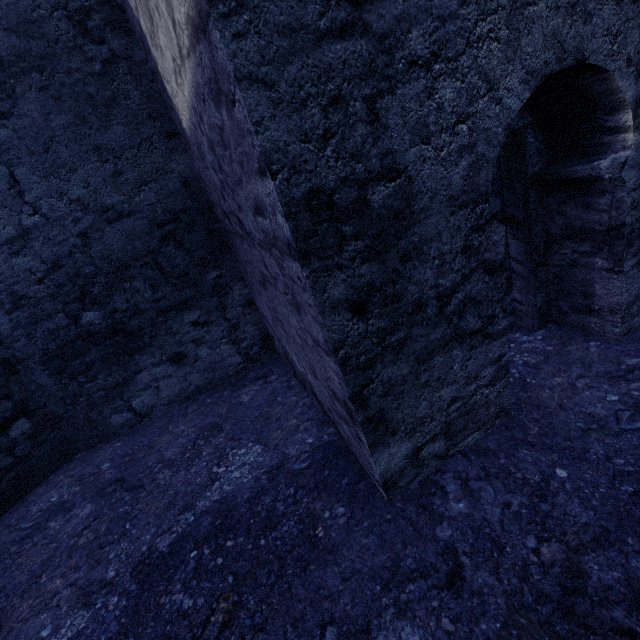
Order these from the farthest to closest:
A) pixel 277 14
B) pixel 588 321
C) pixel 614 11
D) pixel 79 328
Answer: pixel 79 328, pixel 588 321, pixel 614 11, pixel 277 14
